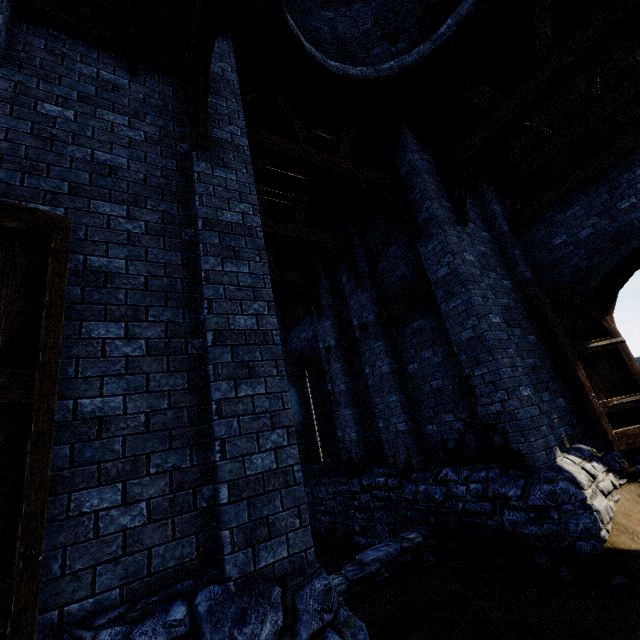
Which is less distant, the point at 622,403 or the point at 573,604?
the point at 573,604

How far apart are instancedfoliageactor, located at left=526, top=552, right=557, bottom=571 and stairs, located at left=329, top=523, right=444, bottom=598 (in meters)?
1.82

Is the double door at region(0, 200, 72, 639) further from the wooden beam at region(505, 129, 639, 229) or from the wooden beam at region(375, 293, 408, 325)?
the wooden beam at region(505, 129, 639, 229)

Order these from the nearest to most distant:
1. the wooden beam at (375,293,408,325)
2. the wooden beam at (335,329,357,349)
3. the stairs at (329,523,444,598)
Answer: the stairs at (329,523,444,598), the wooden beam at (375,293,408,325), the wooden beam at (335,329,357,349)

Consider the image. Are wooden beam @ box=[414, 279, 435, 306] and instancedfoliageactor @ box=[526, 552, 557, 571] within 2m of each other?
no

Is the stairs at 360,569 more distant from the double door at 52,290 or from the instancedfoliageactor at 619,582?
the double door at 52,290

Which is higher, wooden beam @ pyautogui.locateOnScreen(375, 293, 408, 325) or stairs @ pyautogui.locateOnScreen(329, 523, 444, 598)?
wooden beam @ pyautogui.locateOnScreen(375, 293, 408, 325)

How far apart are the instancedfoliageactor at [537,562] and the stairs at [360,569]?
1.8m
